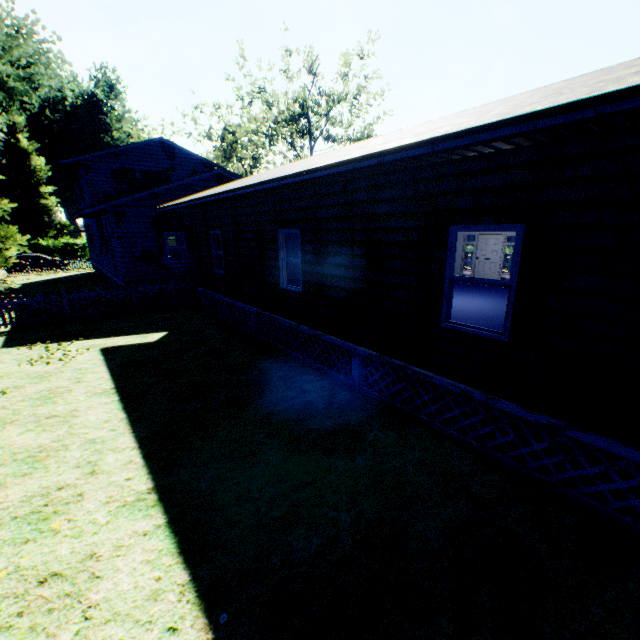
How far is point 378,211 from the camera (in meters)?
5.90

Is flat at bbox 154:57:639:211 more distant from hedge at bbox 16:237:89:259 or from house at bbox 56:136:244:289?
hedge at bbox 16:237:89:259

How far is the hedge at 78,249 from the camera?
41.00m

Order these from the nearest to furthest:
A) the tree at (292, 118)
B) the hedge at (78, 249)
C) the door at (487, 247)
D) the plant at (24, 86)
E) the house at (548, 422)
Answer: the house at (548, 422)
the door at (487, 247)
the plant at (24, 86)
the tree at (292, 118)
the hedge at (78, 249)

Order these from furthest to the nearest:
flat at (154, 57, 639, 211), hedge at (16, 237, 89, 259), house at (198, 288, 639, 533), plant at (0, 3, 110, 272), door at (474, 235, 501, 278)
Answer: hedge at (16, 237, 89, 259)
plant at (0, 3, 110, 272)
door at (474, 235, 501, 278)
house at (198, 288, 639, 533)
flat at (154, 57, 639, 211)

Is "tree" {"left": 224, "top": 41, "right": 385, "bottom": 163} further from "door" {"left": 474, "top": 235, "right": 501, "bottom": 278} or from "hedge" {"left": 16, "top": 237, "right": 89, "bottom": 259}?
"hedge" {"left": 16, "top": 237, "right": 89, "bottom": 259}

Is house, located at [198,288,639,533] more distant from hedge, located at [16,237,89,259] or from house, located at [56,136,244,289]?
hedge, located at [16,237,89,259]

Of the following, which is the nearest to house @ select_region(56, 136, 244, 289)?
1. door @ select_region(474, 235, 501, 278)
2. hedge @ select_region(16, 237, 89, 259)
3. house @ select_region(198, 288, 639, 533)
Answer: house @ select_region(198, 288, 639, 533)
